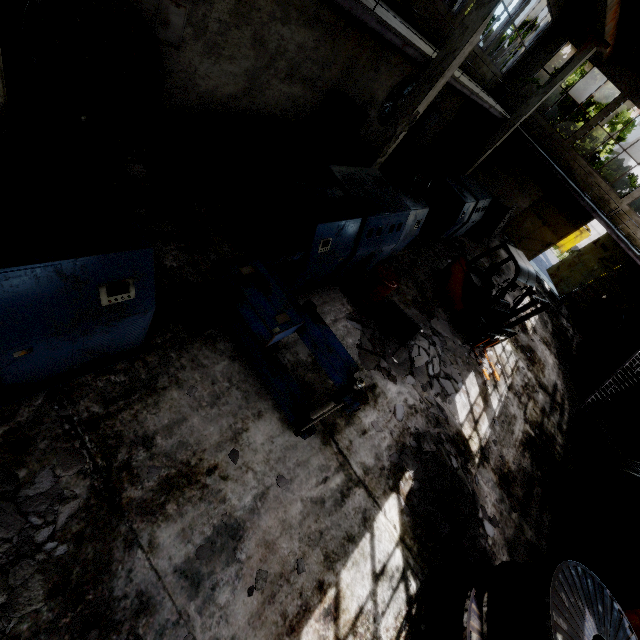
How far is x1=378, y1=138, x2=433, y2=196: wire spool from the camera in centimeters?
Answer: 1080cm

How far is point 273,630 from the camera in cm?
369

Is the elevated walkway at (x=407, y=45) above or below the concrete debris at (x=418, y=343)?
above

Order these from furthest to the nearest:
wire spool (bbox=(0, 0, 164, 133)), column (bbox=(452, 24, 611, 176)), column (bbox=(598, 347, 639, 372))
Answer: column (bbox=(598, 347, 639, 372)) → column (bbox=(452, 24, 611, 176)) → wire spool (bbox=(0, 0, 164, 133))

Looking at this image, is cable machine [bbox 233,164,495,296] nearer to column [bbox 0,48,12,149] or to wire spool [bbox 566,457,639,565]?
column [bbox 0,48,12,149]

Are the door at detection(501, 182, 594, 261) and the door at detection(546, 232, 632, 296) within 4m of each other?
yes

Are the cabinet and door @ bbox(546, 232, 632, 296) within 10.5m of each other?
no

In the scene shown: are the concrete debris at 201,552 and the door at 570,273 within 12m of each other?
no
